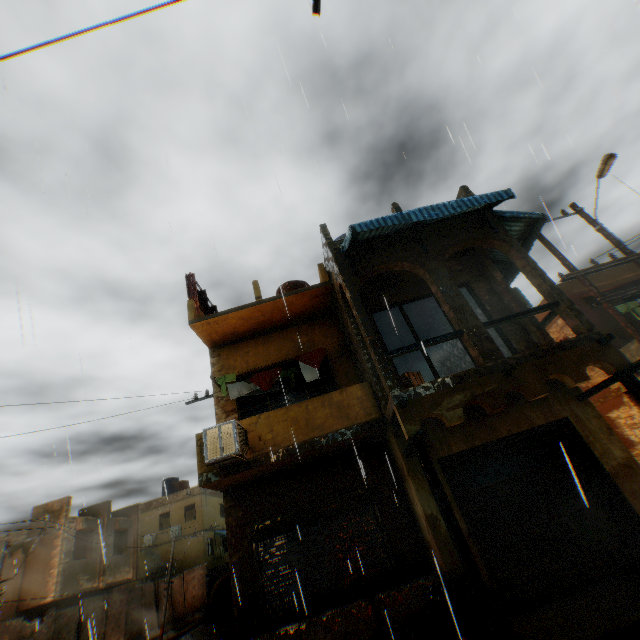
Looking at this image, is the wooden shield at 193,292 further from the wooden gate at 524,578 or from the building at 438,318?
the wooden gate at 524,578

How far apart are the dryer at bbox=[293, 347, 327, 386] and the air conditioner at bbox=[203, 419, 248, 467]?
1.4m

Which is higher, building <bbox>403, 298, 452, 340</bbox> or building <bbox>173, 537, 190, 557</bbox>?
building <bbox>403, 298, 452, 340</bbox>

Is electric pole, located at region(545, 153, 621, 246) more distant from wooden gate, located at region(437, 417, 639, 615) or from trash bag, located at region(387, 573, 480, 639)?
trash bag, located at region(387, 573, 480, 639)

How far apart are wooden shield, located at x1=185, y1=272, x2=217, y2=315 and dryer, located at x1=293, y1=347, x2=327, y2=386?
2.2m

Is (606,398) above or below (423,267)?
A: below

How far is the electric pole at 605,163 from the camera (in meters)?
9.32

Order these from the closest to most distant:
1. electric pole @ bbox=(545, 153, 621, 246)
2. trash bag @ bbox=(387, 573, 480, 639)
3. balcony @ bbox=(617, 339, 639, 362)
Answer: trash bag @ bbox=(387, 573, 480, 639) < electric pole @ bbox=(545, 153, 621, 246) < balcony @ bbox=(617, 339, 639, 362)
